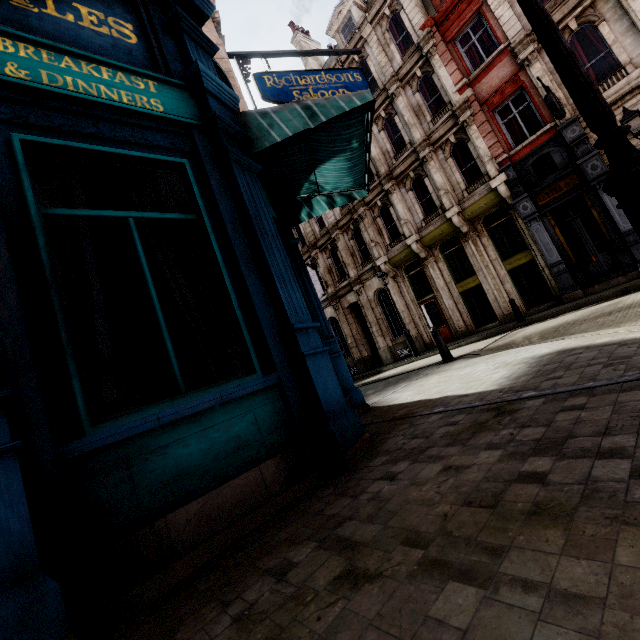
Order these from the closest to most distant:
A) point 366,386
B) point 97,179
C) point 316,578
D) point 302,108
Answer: point 316,578 → point 302,108 → point 97,179 → point 366,386

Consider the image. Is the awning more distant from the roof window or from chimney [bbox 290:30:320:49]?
chimney [bbox 290:30:320:49]

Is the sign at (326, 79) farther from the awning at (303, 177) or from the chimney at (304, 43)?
the chimney at (304, 43)

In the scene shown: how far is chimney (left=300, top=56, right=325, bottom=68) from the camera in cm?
2225

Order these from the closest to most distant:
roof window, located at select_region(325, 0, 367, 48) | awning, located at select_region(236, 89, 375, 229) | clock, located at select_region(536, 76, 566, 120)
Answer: awning, located at select_region(236, 89, 375, 229) → clock, located at select_region(536, 76, 566, 120) → roof window, located at select_region(325, 0, 367, 48)

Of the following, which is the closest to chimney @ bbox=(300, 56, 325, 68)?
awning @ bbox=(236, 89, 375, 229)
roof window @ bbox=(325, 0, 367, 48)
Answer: roof window @ bbox=(325, 0, 367, 48)

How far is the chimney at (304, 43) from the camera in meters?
22.5

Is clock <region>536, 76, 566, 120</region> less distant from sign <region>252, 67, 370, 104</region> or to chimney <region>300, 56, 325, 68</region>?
sign <region>252, 67, 370, 104</region>
